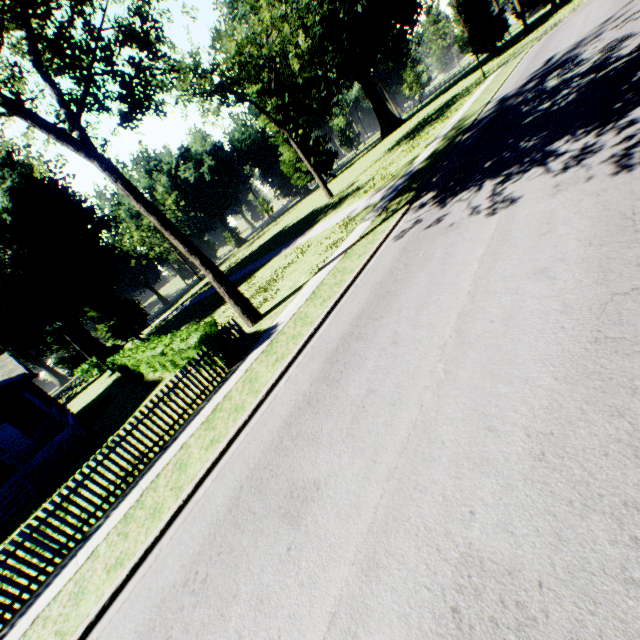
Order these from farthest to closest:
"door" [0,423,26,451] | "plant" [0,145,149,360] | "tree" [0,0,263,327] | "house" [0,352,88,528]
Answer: "plant" [0,145,149,360]
"door" [0,423,26,451]
"house" [0,352,88,528]
"tree" [0,0,263,327]

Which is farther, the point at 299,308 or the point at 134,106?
the point at 134,106

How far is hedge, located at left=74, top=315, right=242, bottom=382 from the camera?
10.9m

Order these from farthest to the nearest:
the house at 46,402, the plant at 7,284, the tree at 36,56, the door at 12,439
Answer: the plant at 7,284
the door at 12,439
the house at 46,402
the tree at 36,56

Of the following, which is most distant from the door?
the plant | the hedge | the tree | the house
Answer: the plant

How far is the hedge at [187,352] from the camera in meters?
10.9 m

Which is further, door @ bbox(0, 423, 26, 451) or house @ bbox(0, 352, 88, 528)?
door @ bbox(0, 423, 26, 451)
